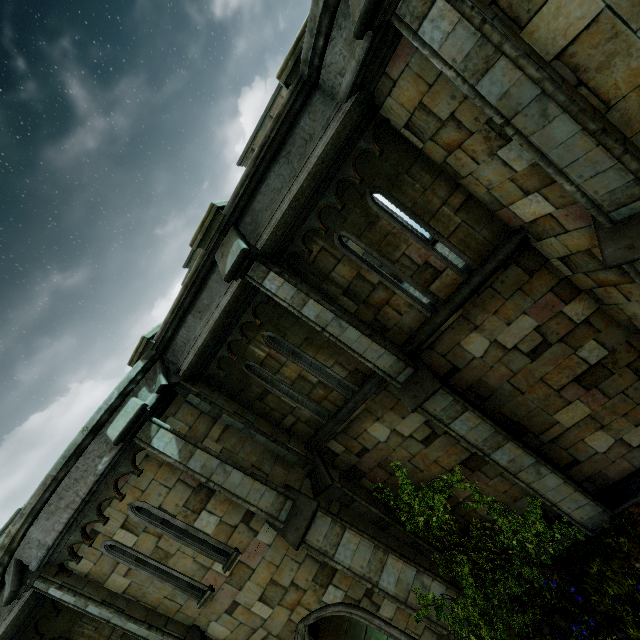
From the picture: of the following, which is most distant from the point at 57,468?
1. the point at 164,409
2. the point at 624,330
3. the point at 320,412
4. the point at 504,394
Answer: the point at 624,330

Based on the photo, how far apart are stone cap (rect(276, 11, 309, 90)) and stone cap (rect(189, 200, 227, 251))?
2.2m

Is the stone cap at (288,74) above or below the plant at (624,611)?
above

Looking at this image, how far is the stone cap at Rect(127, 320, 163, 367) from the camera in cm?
714

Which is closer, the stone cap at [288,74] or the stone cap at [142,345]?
the stone cap at [288,74]

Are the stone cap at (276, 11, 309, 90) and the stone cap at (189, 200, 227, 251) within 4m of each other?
yes

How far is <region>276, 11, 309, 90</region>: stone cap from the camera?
4.7m

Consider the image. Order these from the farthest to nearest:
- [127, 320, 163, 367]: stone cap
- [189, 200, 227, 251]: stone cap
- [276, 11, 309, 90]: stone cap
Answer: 1. [127, 320, 163, 367]: stone cap
2. [189, 200, 227, 251]: stone cap
3. [276, 11, 309, 90]: stone cap
